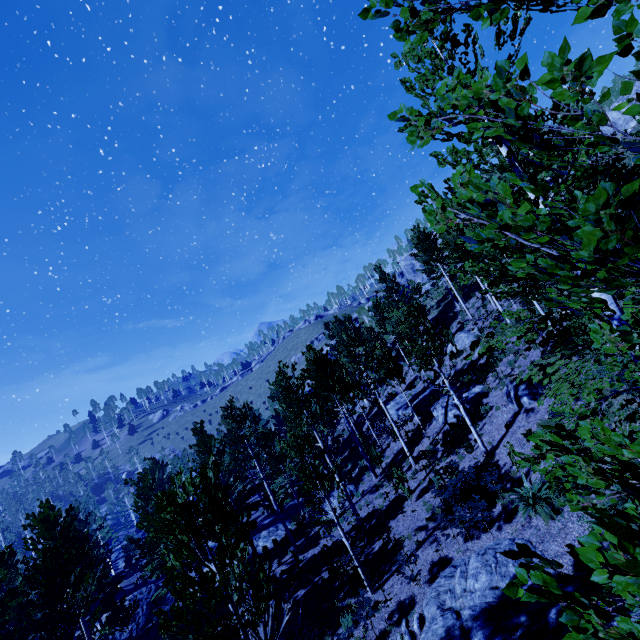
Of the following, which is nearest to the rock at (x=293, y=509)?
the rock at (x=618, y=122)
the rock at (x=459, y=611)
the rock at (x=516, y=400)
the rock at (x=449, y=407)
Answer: the rock at (x=449, y=407)

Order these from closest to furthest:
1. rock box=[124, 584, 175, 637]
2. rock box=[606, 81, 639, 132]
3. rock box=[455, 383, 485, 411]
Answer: rock box=[455, 383, 485, 411], rock box=[124, 584, 175, 637], rock box=[606, 81, 639, 132]

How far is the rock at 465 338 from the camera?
26.2 meters

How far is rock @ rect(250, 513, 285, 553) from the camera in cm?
Answer: 2536

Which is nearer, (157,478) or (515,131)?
(515,131)

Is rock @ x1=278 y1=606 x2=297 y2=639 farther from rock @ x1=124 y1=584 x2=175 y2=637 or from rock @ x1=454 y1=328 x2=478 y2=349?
rock @ x1=454 y1=328 x2=478 y2=349

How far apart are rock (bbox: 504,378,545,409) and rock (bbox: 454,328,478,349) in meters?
9.6 m

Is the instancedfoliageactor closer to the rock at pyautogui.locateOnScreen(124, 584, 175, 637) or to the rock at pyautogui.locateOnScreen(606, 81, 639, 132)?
the rock at pyautogui.locateOnScreen(124, 584, 175, 637)
